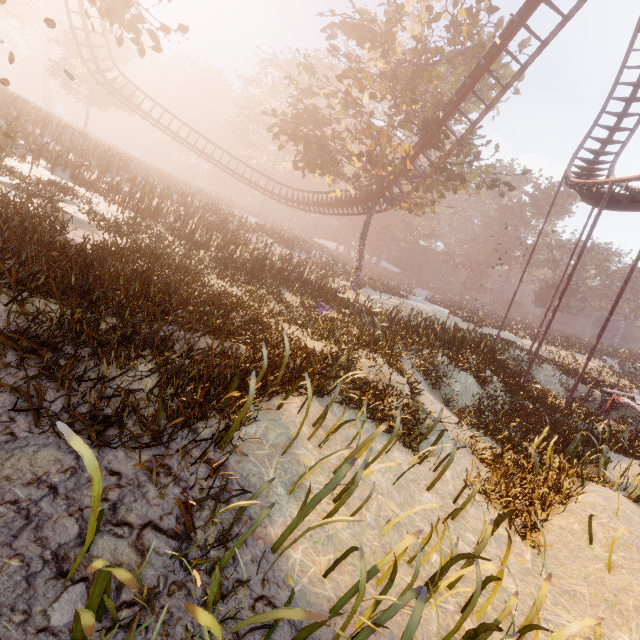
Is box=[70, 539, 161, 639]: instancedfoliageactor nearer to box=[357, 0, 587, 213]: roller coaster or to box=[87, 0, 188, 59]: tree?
box=[87, 0, 188, 59]: tree

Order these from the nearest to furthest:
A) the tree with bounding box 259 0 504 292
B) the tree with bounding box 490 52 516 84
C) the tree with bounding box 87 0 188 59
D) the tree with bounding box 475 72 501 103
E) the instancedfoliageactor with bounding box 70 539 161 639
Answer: the instancedfoliageactor with bounding box 70 539 161 639 < the tree with bounding box 87 0 188 59 < the tree with bounding box 259 0 504 292 < the tree with bounding box 490 52 516 84 < the tree with bounding box 475 72 501 103

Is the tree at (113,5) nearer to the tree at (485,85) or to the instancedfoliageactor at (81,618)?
the tree at (485,85)

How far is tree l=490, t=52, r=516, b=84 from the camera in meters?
18.6

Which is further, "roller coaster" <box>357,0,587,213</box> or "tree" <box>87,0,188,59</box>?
"roller coaster" <box>357,0,587,213</box>

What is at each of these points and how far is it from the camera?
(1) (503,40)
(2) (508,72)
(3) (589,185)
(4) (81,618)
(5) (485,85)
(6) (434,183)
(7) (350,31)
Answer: (1) roller coaster, 13.85m
(2) tree, 21.17m
(3) roller coaster, 18.12m
(4) instancedfoliageactor, 1.26m
(5) tree, 20.16m
(6) tree, 23.33m
(7) tree, 18.77m

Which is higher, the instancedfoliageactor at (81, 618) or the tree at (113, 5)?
the tree at (113, 5)

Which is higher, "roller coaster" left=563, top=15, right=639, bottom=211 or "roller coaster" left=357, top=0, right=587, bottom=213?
"roller coaster" left=357, top=0, right=587, bottom=213
